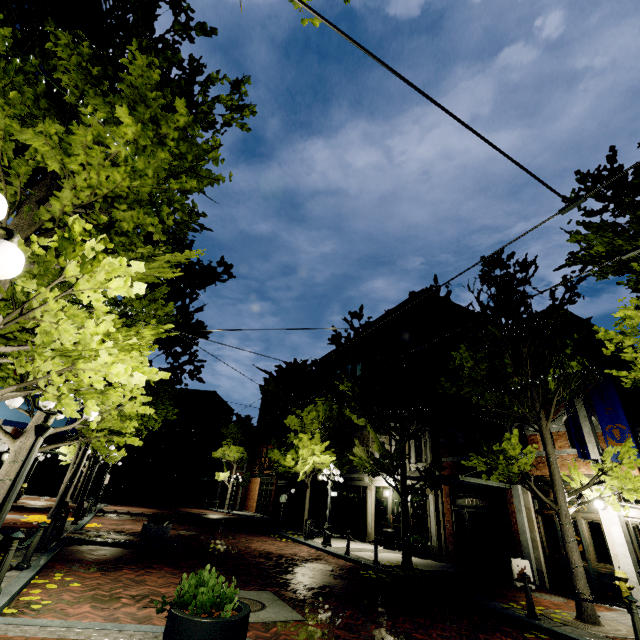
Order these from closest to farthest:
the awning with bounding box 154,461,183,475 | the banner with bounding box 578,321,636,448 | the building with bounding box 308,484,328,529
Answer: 1. the banner with bounding box 578,321,636,448
2. the building with bounding box 308,484,328,529
3. the awning with bounding box 154,461,183,475

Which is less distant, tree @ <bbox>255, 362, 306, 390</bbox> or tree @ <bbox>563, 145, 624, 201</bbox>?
tree @ <bbox>563, 145, 624, 201</bbox>

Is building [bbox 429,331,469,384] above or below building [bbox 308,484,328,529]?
above

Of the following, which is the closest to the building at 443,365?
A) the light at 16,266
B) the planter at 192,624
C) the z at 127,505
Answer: the z at 127,505

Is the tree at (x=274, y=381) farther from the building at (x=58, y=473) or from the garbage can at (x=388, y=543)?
the garbage can at (x=388, y=543)

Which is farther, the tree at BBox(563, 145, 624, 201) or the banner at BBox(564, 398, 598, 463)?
the banner at BBox(564, 398, 598, 463)

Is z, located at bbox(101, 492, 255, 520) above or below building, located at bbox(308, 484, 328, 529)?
below

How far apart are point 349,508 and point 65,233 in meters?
23.3 m
